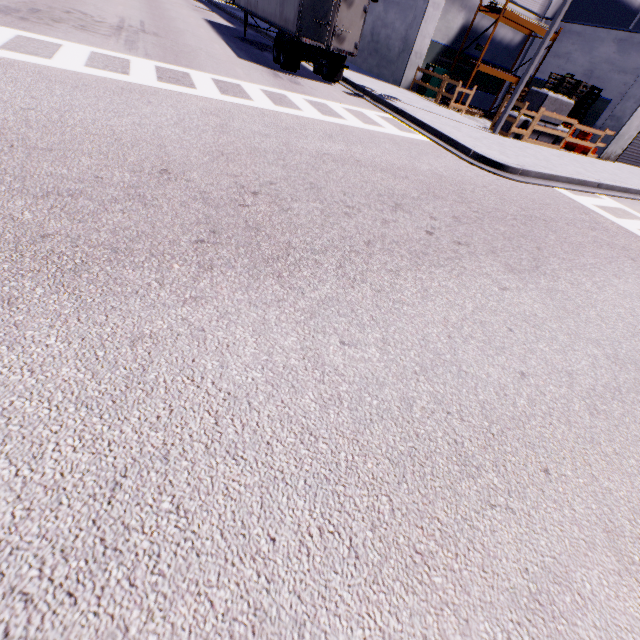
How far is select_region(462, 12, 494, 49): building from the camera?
17.60m

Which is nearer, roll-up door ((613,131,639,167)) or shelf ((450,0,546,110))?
shelf ((450,0,546,110))

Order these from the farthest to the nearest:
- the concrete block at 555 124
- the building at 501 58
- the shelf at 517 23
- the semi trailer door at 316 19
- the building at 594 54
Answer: the building at 501 58 < the shelf at 517 23 < the building at 594 54 < the concrete block at 555 124 < the semi trailer door at 316 19

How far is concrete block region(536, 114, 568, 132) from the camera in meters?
14.1 m

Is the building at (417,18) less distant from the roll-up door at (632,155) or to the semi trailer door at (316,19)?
the roll-up door at (632,155)

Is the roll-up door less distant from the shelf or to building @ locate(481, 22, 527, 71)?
building @ locate(481, 22, 527, 71)

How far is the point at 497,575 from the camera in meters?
1.7 m
